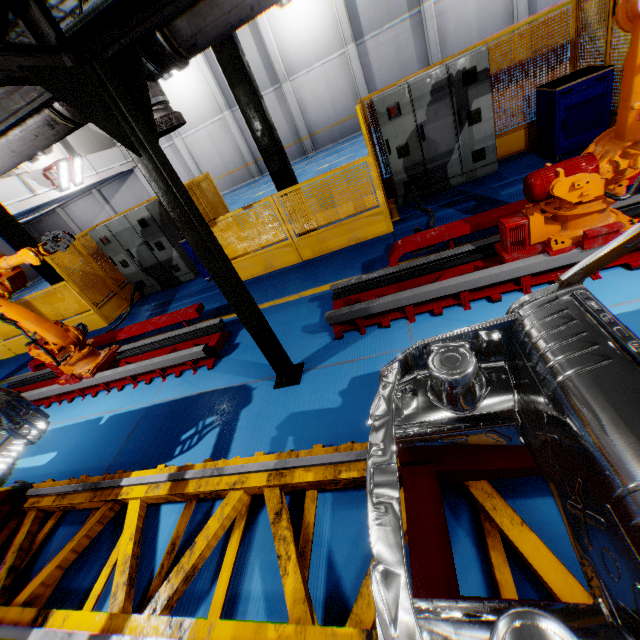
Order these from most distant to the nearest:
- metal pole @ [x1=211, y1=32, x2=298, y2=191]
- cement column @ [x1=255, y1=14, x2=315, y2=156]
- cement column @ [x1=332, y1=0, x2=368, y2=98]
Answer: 1. cement column @ [x1=255, y1=14, x2=315, y2=156]
2. cement column @ [x1=332, y1=0, x2=368, y2=98]
3. metal pole @ [x1=211, y1=32, x2=298, y2=191]

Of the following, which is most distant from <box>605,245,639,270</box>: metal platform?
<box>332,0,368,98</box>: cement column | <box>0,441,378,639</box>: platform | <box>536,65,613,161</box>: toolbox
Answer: <box>332,0,368,98</box>: cement column

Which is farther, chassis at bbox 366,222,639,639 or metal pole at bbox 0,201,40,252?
metal pole at bbox 0,201,40,252

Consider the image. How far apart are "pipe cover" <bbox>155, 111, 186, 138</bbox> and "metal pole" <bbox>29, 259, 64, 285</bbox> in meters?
8.5 m

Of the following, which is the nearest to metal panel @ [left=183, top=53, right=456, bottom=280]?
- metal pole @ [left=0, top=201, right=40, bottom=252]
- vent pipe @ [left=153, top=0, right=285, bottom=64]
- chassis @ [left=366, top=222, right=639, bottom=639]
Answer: metal pole @ [left=0, top=201, right=40, bottom=252]

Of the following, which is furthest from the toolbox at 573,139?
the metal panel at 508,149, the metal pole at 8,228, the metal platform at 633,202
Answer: the metal pole at 8,228

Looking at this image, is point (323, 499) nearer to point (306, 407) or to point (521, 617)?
point (306, 407)

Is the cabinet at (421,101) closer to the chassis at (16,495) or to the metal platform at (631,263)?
the metal platform at (631,263)
